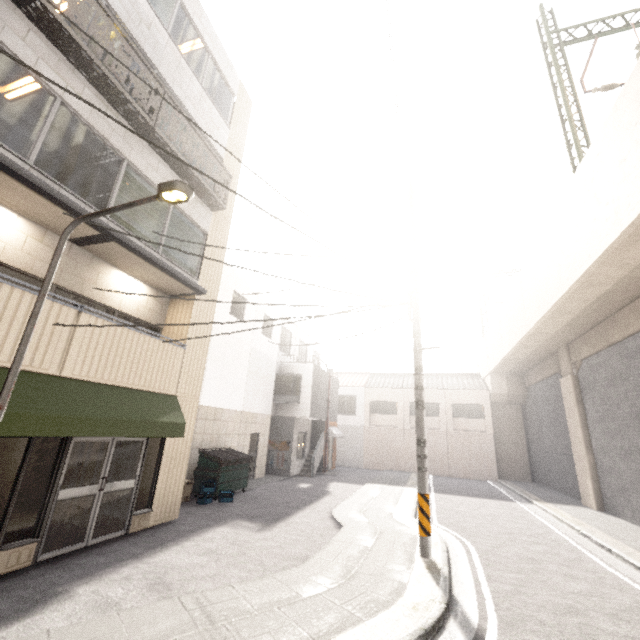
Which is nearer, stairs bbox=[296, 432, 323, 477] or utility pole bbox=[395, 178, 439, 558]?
utility pole bbox=[395, 178, 439, 558]

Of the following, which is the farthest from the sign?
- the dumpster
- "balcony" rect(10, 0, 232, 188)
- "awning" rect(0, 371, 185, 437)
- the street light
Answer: the street light

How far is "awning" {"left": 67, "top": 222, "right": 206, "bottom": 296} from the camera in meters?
6.6 m

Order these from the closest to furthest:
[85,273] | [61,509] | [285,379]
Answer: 1. [61,509]
2. [85,273]
3. [285,379]

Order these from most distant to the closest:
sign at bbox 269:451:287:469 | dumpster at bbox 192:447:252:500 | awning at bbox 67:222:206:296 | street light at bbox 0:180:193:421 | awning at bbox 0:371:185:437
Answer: sign at bbox 269:451:287:469 < dumpster at bbox 192:447:252:500 < awning at bbox 67:222:206:296 < awning at bbox 0:371:185:437 < street light at bbox 0:180:193:421

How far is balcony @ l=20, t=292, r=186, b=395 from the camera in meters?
5.6

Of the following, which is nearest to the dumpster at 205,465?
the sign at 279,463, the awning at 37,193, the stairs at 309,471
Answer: the sign at 279,463

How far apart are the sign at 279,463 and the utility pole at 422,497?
11.2 meters
